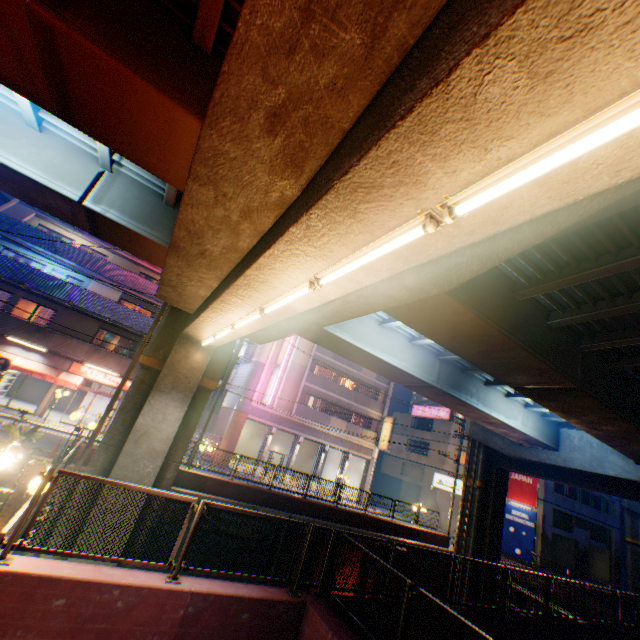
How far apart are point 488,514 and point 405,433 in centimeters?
2300cm

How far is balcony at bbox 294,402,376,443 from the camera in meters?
29.9 m

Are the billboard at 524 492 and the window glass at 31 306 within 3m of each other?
no

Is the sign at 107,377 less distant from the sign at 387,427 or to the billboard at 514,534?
the sign at 387,427

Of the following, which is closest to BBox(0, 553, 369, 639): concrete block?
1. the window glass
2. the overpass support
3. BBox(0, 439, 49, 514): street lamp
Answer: the overpass support

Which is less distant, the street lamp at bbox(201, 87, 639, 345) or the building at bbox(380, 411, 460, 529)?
the street lamp at bbox(201, 87, 639, 345)

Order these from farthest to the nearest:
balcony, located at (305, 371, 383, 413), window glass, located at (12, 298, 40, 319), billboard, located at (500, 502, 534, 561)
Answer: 1. balcony, located at (305, 371, 383, 413)
2. billboard, located at (500, 502, 534, 561)
3. window glass, located at (12, 298, 40, 319)

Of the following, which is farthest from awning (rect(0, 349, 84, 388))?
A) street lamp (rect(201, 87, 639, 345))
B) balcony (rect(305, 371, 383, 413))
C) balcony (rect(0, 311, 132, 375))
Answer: street lamp (rect(201, 87, 639, 345))
